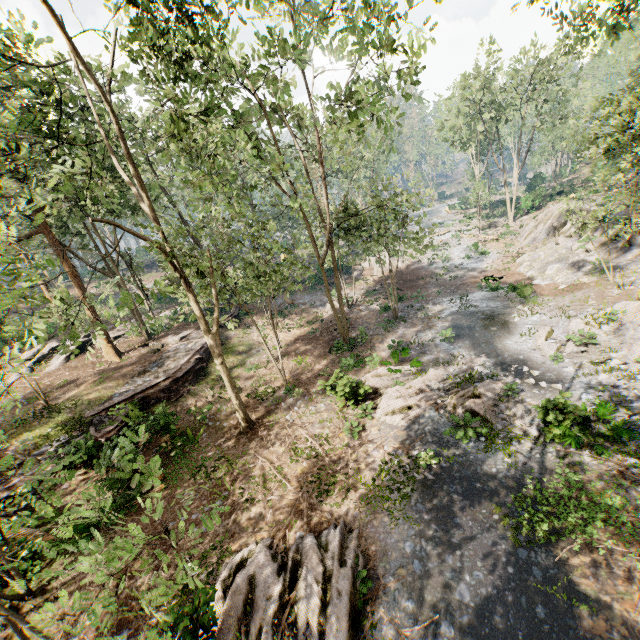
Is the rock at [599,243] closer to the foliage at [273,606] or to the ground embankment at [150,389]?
the foliage at [273,606]

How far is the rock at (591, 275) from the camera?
21.4m

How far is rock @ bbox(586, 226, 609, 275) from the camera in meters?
20.6

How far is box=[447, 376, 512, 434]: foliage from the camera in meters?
12.0

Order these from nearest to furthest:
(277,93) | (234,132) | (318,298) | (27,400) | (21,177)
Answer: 1. (277,93)
2. (234,132)
3. (21,177)
4. (27,400)
5. (318,298)
